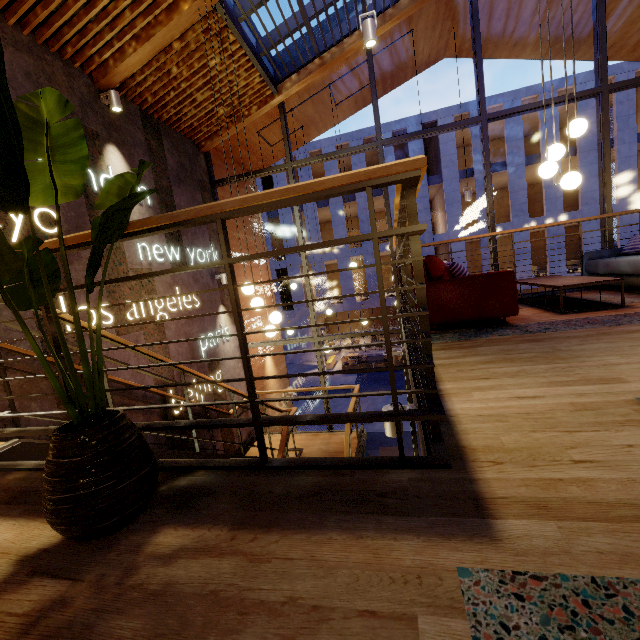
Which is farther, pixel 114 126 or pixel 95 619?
pixel 114 126

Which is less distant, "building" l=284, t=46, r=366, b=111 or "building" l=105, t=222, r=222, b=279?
Result: "building" l=105, t=222, r=222, b=279

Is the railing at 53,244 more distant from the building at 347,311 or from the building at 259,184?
the building at 347,311

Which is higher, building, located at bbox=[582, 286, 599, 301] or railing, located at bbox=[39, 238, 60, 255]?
railing, located at bbox=[39, 238, 60, 255]

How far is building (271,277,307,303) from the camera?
25.1 meters

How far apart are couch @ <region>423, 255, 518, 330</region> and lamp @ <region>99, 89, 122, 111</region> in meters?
4.9

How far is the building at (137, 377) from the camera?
4.6m
